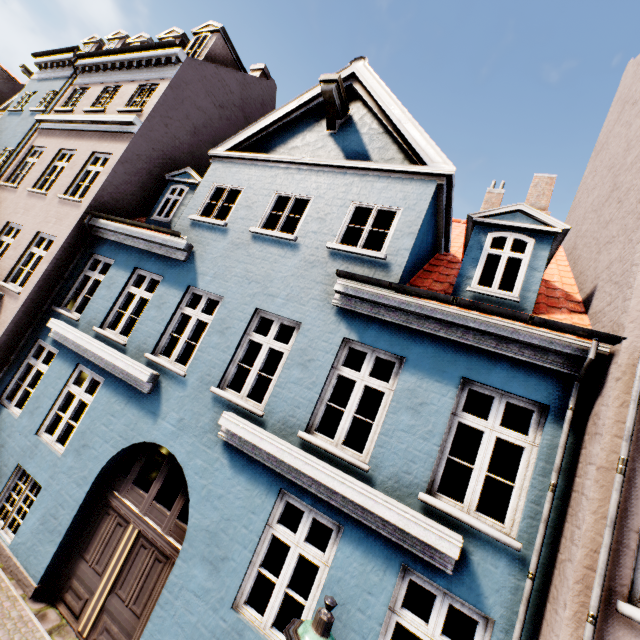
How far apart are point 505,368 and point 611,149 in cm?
679

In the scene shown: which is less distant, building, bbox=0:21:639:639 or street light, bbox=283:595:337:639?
street light, bbox=283:595:337:639

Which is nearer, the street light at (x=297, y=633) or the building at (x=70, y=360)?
the street light at (x=297, y=633)
